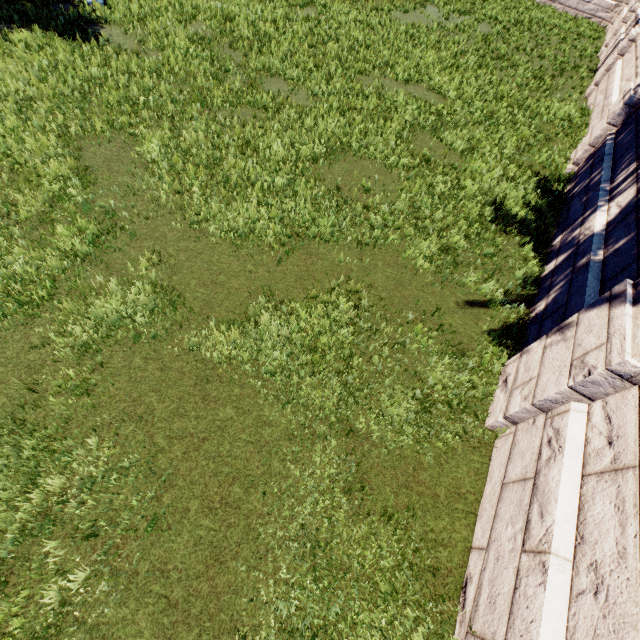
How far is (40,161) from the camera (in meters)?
6.98
